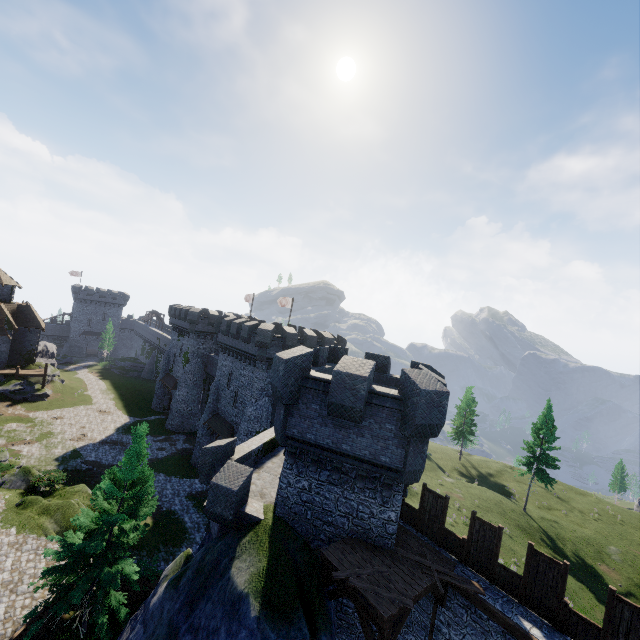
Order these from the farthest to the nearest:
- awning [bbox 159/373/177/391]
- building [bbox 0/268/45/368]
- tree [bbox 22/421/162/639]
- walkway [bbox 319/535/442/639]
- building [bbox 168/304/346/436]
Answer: awning [bbox 159/373/177/391] → building [bbox 0/268/45/368] → building [bbox 168/304/346/436] → tree [bbox 22/421/162/639] → walkway [bbox 319/535/442/639]

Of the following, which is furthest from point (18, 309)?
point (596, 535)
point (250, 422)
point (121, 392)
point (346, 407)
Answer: point (596, 535)

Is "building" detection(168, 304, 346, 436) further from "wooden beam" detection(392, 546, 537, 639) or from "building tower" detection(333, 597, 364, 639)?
"wooden beam" detection(392, 546, 537, 639)

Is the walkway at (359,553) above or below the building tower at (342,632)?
above

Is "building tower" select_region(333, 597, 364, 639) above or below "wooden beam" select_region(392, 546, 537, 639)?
below

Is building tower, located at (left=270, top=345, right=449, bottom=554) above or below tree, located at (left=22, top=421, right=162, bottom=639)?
above

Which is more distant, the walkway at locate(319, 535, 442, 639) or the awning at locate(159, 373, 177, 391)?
the awning at locate(159, 373, 177, 391)

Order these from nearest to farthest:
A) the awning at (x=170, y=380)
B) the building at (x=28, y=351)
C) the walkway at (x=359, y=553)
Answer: the walkway at (x=359, y=553), the building at (x=28, y=351), the awning at (x=170, y=380)
